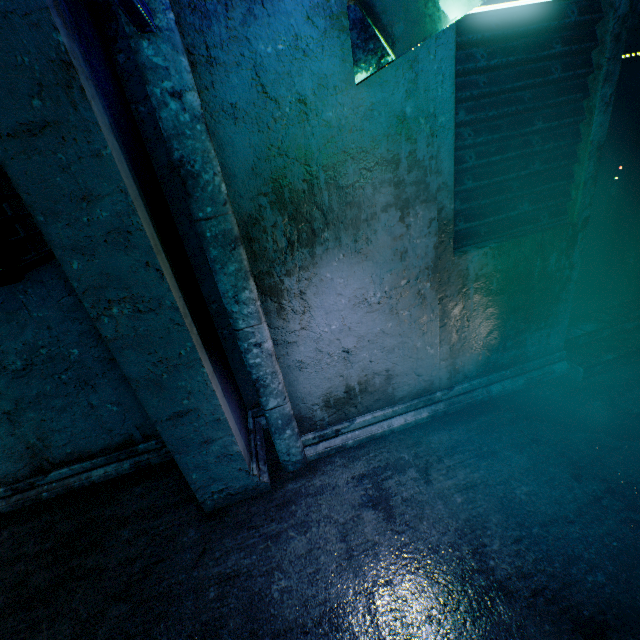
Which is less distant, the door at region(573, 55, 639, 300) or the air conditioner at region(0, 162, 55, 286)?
the air conditioner at region(0, 162, 55, 286)

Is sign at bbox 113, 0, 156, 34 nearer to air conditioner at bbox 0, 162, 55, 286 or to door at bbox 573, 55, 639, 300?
air conditioner at bbox 0, 162, 55, 286

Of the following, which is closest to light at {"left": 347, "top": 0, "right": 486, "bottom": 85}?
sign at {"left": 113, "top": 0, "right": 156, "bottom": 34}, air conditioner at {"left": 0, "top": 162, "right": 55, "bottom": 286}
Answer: sign at {"left": 113, "top": 0, "right": 156, "bottom": 34}

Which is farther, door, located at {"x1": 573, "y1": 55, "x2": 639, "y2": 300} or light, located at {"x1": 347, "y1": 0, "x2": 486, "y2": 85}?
door, located at {"x1": 573, "y1": 55, "x2": 639, "y2": 300}

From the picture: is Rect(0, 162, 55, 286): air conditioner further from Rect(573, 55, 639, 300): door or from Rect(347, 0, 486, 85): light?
Rect(573, 55, 639, 300): door

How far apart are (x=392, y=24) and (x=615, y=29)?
1.48m

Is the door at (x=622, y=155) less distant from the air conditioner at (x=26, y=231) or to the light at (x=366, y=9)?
the light at (x=366, y=9)

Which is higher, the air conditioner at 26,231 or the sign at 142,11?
the sign at 142,11
